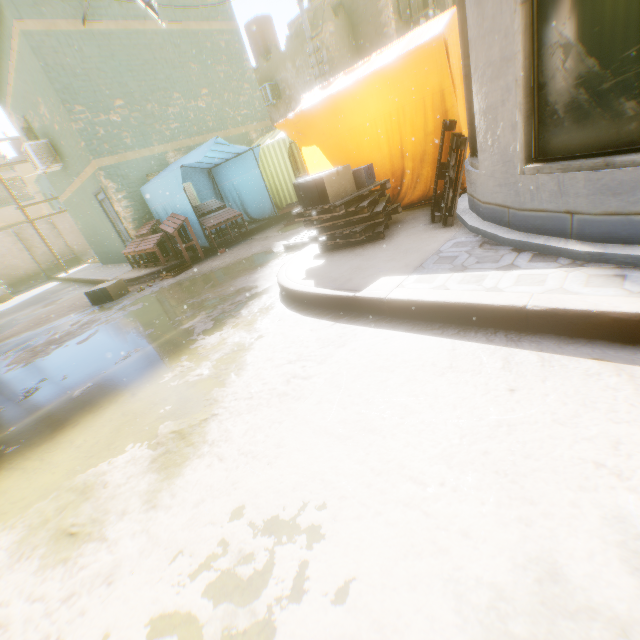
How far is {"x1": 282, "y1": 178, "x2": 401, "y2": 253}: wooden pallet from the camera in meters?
4.4

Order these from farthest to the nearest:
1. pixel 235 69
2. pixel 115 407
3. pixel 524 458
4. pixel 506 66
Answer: pixel 235 69
pixel 115 407
pixel 506 66
pixel 524 458

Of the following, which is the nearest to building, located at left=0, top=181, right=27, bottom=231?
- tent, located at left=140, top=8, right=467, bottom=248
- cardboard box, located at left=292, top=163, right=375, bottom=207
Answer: tent, located at left=140, top=8, right=467, bottom=248

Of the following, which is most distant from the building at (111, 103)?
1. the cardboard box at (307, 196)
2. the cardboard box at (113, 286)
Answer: the cardboard box at (113, 286)

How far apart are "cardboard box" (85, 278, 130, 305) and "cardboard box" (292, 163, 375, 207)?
3.88m

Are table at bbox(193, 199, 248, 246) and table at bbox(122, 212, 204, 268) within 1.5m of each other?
yes

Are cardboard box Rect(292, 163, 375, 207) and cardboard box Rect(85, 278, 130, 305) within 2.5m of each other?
no

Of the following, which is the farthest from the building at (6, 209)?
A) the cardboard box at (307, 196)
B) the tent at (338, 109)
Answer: the cardboard box at (307, 196)
